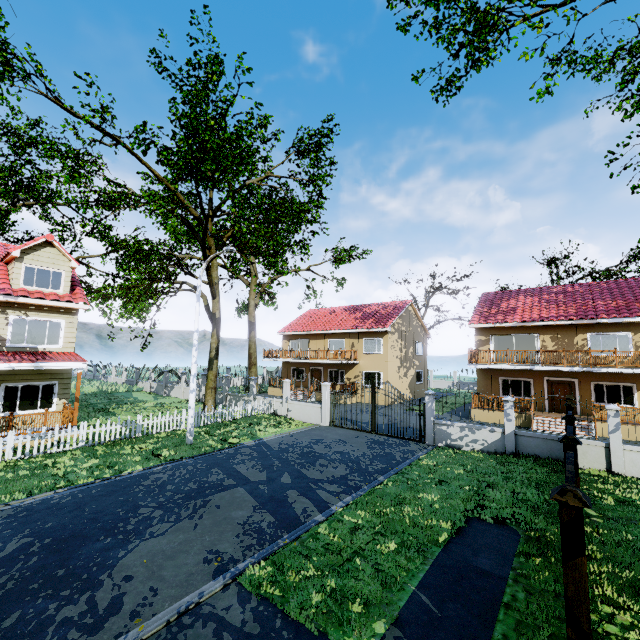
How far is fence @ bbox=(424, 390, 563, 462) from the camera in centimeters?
1283cm

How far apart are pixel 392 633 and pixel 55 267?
19.2 meters

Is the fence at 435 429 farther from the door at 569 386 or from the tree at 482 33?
the door at 569 386

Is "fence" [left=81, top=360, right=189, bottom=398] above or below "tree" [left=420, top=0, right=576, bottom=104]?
below

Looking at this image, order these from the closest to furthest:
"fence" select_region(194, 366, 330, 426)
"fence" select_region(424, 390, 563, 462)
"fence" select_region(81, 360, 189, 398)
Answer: "fence" select_region(424, 390, 563, 462), "fence" select_region(194, 366, 330, 426), "fence" select_region(81, 360, 189, 398)

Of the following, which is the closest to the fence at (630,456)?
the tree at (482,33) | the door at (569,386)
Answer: the tree at (482,33)

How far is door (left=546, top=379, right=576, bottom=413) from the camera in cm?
2038

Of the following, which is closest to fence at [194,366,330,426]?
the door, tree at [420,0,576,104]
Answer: tree at [420,0,576,104]
